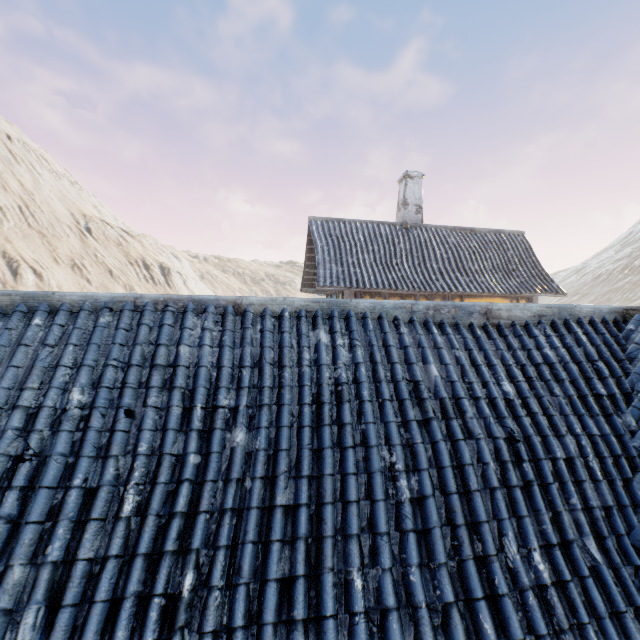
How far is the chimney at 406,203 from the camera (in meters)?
14.27

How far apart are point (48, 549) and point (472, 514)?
3.0m

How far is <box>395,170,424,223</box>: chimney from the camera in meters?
14.3
